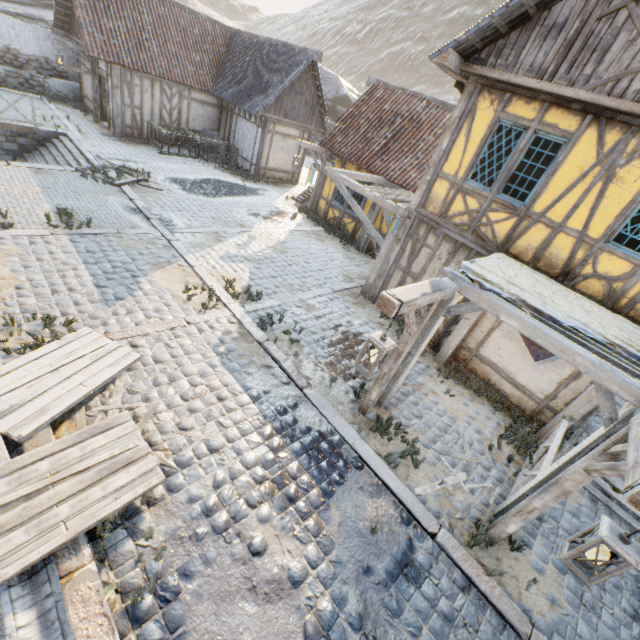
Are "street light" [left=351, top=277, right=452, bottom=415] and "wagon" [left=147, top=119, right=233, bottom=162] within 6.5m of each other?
no

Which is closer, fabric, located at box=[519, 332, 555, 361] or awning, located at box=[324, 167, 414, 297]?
fabric, located at box=[519, 332, 555, 361]

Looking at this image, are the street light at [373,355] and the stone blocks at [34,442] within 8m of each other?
yes

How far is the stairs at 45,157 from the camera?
12.3m

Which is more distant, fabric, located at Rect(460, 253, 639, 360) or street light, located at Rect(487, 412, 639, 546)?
fabric, located at Rect(460, 253, 639, 360)

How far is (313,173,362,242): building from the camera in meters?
13.6

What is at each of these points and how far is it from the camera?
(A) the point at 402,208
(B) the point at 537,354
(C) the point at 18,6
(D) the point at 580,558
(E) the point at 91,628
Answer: (A) awning, 8.5m
(B) fabric, 7.0m
(C) rock, 22.6m
(D) street light, 2.8m
(E) stone blocks, 2.9m

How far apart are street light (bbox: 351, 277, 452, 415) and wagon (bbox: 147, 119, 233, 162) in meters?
15.6 m
